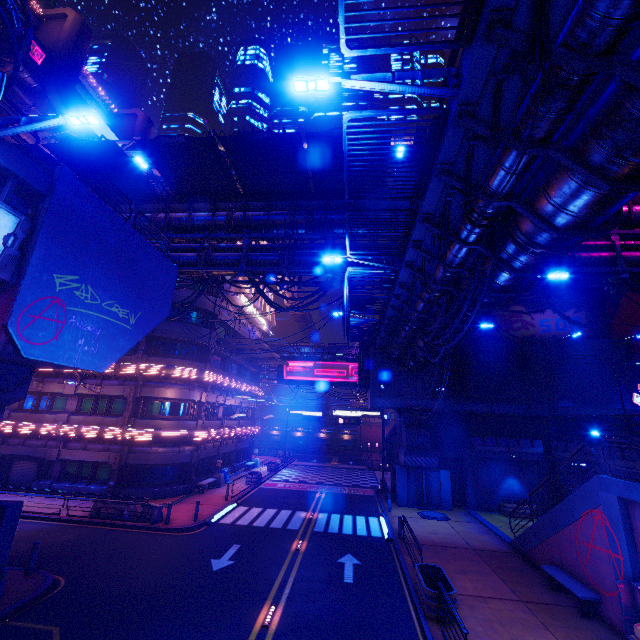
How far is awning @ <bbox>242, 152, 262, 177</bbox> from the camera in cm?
1692

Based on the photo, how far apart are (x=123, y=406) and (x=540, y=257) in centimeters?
2798cm

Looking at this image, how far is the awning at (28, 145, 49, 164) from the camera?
17.1m

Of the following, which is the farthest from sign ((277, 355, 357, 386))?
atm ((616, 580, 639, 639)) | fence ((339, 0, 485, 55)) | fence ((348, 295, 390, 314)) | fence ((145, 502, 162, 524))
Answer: fence ((339, 0, 485, 55))

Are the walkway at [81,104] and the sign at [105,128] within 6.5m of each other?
yes

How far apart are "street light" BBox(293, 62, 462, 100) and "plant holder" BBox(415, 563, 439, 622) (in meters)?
13.88

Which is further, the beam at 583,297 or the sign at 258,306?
the sign at 258,306

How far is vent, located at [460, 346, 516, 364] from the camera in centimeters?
2703cm
